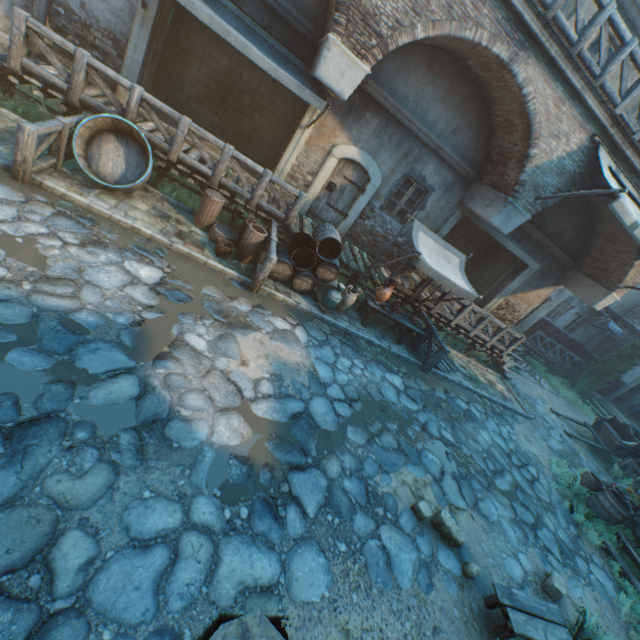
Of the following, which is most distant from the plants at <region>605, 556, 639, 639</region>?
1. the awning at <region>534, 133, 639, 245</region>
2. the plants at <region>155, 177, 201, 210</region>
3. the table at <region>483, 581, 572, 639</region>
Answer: the plants at <region>155, 177, 201, 210</region>

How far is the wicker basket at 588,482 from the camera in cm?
867

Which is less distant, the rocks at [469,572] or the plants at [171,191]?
the rocks at [469,572]

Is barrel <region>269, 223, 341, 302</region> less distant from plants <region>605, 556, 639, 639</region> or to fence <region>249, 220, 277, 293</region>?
fence <region>249, 220, 277, 293</region>

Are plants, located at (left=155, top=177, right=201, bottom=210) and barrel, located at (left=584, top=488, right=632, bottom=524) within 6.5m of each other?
no

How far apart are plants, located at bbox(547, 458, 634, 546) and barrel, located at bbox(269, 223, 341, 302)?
7.80m

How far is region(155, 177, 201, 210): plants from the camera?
7.9 meters

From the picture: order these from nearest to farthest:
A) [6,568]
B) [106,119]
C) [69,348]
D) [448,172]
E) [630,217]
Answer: [6,568]
[69,348]
[106,119]
[630,217]
[448,172]
